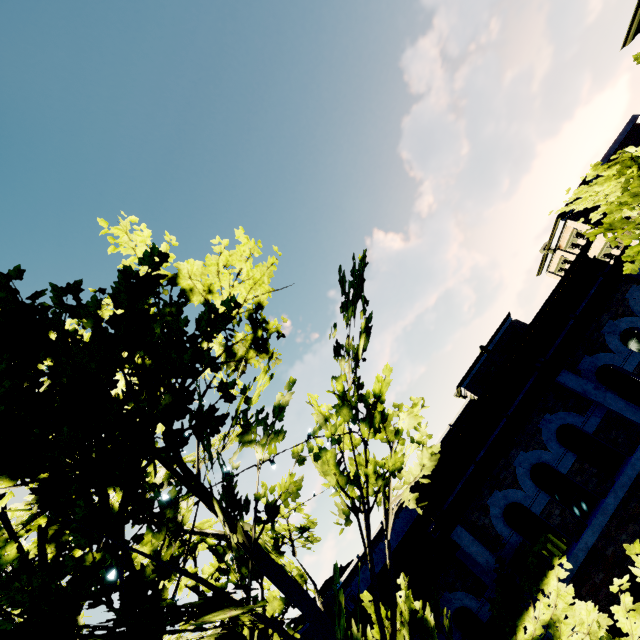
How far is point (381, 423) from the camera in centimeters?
592cm

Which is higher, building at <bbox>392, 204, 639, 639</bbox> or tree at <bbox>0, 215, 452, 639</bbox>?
tree at <bbox>0, 215, 452, 639</bbox>

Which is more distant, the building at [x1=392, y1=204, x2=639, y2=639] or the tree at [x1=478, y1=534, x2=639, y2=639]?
the building at [x1=392, y1=204, x2=639, y2=639]

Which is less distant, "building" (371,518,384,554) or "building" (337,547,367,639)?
"building" (337,547,367,639)

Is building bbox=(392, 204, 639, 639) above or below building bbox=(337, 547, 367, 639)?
below

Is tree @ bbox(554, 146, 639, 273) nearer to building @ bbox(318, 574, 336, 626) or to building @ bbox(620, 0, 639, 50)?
building @ bbox(620, 0, 639, 50)

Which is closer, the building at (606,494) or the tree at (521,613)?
the tree at (521,613)

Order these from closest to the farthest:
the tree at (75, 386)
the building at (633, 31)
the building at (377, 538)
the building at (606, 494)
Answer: the tree at (75, 386)
the building at (606, 494)
the building at (633, 31)
the building at (377, 538)
